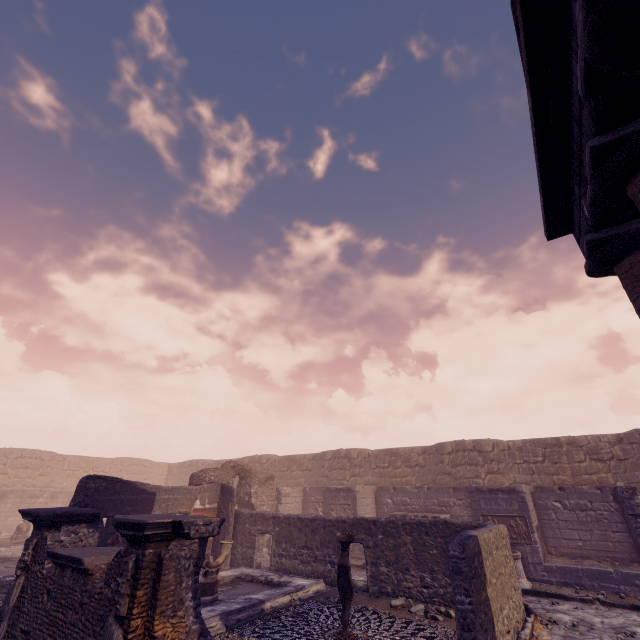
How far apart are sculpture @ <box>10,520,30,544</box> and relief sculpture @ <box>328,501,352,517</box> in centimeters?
1474cm

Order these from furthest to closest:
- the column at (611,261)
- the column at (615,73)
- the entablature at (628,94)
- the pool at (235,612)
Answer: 1. the pool at (235,612)
2. the column at (611,261)
3. the entablature at (628,94)
4. the column at (615,73)

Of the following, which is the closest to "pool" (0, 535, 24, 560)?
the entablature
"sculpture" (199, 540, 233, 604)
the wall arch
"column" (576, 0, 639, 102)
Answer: the wall arch

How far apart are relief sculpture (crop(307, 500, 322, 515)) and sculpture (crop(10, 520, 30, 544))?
13.7 meters

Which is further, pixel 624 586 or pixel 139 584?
pixel 624 586

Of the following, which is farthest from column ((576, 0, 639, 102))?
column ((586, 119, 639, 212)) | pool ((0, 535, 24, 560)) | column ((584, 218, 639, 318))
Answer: pool ((0, 535, 24, 560))

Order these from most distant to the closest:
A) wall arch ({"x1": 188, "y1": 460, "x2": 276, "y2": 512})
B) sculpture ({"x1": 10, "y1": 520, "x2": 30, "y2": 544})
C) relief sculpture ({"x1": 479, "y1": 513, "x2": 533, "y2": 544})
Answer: sculpture ({"x1": 10, "y1": 520, "x2": 30, "y2": 544}) < wall arch ({"x1": 188, "y1": 460, "x2": 276, "y2": 512}) < relief sculpture ({"x1": 479, "y1": 513, "x2": 533, "y2": 544})

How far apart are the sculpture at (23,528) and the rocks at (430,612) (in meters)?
18.60
